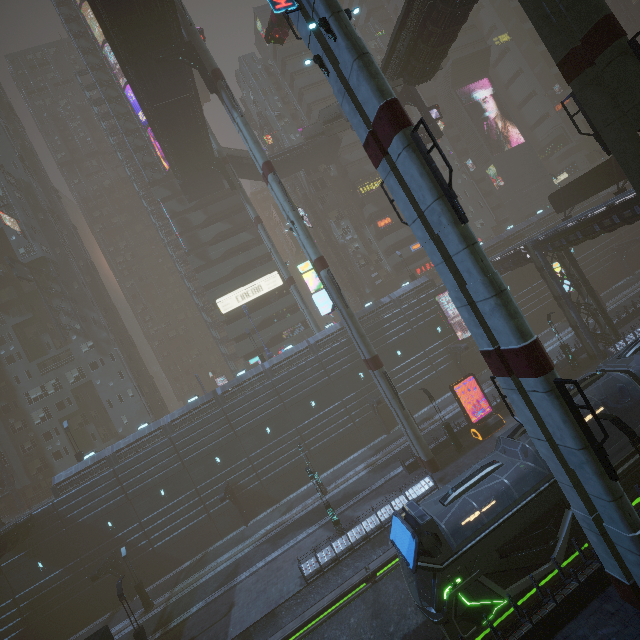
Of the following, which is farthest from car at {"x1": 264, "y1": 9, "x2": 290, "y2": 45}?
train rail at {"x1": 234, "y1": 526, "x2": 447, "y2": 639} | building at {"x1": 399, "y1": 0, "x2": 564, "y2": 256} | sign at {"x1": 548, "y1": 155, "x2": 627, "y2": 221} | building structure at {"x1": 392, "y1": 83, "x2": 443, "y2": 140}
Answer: train rail at {"x1": 234, "y1": 526, "x2": 447, "y2": 639}

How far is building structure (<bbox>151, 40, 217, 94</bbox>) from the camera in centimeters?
2694cm

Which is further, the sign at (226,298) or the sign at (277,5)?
the sign at (226,298)

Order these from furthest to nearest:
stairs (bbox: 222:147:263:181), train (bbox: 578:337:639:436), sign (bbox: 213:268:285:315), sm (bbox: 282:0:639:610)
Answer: sign (bbox: 213:268:285:315) → stairs (bbox: 222:147:263:181) → train (bbox: 578:337:639:436) → sm (bbox: 282:0:639:610)

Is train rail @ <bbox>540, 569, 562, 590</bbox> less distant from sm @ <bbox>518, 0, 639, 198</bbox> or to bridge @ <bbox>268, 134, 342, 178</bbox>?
sm @ <bbox>518, 0, 639, 198</bbox>

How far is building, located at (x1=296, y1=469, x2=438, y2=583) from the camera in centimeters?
2108cm

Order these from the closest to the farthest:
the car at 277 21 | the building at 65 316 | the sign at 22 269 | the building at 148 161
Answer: the car at 277 21
the sign at 22 269
the building at 65 316
the building at 148 161

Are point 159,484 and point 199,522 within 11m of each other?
yes
